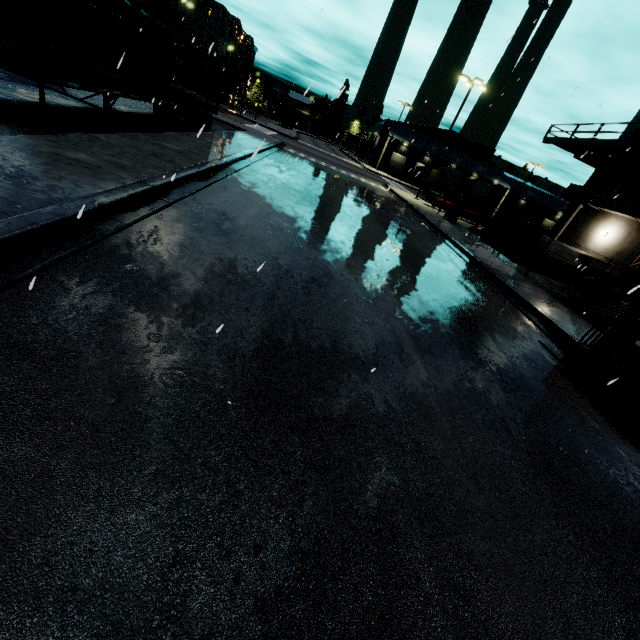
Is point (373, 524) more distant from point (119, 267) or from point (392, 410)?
point (119, 267)

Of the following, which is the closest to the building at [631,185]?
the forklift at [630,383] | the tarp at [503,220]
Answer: the tarp at [503,220]

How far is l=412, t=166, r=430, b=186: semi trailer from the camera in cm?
5447

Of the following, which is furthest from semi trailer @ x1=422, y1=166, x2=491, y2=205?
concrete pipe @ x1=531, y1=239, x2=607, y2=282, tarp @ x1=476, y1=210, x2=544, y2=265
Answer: concrete pipe @ x1=531, y1=239, x2=607, y2=282

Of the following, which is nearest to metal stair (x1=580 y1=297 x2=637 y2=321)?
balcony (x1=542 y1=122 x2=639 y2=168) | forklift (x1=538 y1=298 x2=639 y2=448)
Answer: balcony (x1=542 y1=122 x2=639 y2=168)

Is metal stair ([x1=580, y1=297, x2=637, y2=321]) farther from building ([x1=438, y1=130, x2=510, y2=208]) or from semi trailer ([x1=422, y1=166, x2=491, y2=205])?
semi trailer ([x1=422, y1=166, x2=491, y2=205])

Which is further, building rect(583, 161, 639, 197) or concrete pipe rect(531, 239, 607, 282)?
building rect(583, 161, 639, 197)

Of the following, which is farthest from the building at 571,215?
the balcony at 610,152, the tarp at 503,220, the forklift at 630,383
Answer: the forklift at 630,383
